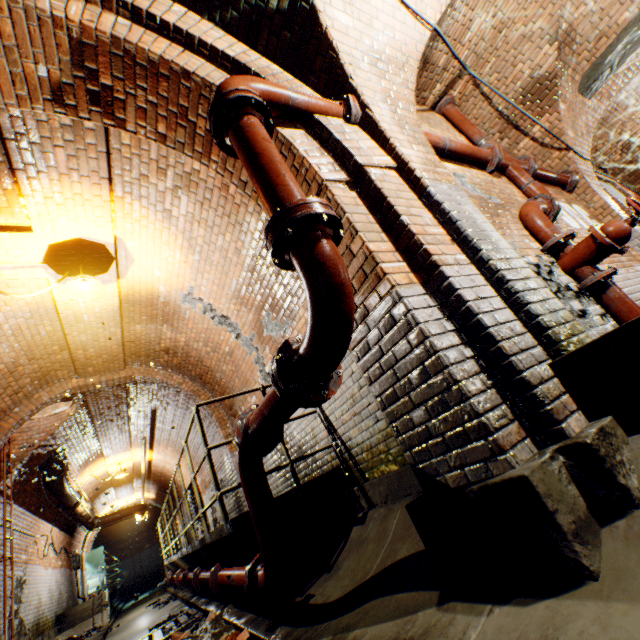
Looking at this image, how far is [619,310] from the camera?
2.8 meters

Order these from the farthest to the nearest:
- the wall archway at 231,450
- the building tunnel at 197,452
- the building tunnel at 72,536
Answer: the building tunnel at 197,452 → the building tunnel at 72,536 → the wall archway at 231,450

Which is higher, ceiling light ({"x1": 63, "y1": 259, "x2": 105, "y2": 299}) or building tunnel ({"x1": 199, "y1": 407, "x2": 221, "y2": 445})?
ceiling light ({"x1": 63, "y1": 259, "x2": 105, "y2": 299})

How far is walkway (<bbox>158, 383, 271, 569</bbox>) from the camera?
3.2 meters

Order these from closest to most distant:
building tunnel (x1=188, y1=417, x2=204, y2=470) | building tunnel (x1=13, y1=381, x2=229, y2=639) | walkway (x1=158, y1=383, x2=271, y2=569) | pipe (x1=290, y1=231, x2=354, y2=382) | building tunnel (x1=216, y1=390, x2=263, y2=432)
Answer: pipe (x1=290, y1=231, x2=354, y2=382) → walkway (x1=158, y1=383, x2=271, y2=569) → building tunnel (x1=216, y1=390, x2=263, y2=432) → building tunnel (x1=13, y1=381, x2=229, y2=639) → building tunnel (x1=188, y1=417, x2=204, y2=470)

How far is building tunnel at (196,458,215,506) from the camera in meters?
9.9

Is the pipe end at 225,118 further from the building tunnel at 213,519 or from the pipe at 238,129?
the building tunnel at 213,519

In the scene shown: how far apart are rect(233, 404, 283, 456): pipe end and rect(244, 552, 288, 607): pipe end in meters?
1.1 m
